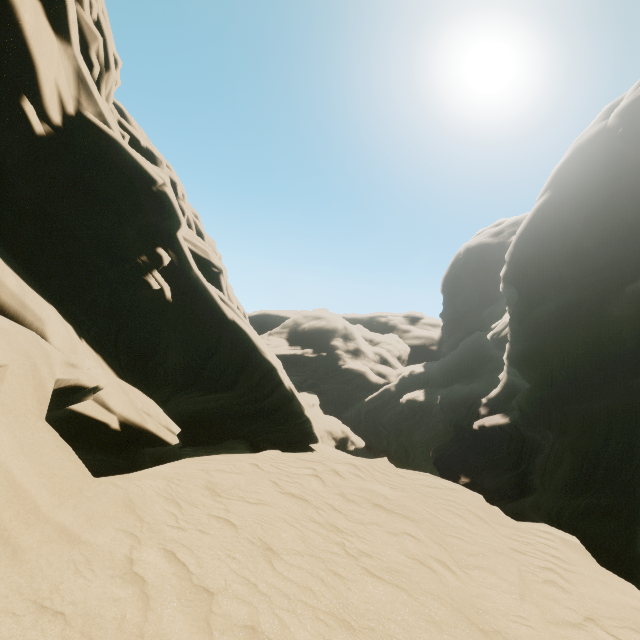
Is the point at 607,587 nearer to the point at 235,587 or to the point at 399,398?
the point at 235,587
